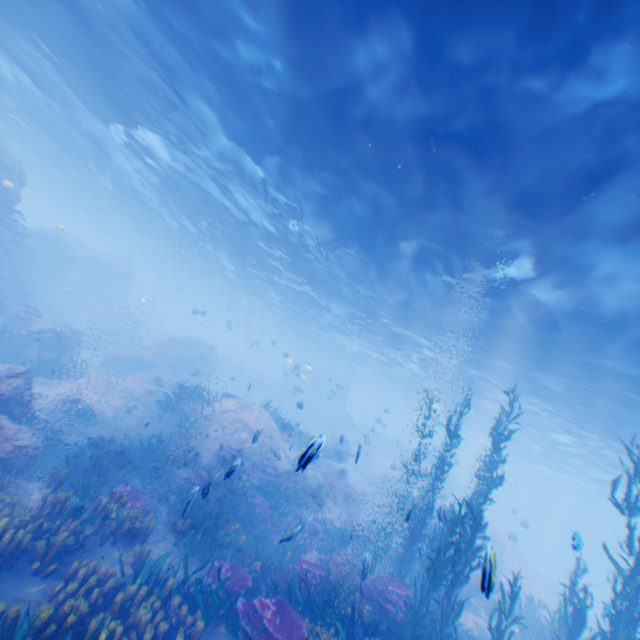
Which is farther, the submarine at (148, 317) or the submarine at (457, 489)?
the submarine at (148, 317)

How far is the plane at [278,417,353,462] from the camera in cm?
395

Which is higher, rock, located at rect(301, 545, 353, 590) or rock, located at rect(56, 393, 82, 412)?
rock, located at rect(301, 545, 353, 590)

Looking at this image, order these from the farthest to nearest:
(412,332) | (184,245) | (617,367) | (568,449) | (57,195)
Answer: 1. (57,195)
2. (184,245)
3. (568,449)
4. (412,332)
5. (617,367)

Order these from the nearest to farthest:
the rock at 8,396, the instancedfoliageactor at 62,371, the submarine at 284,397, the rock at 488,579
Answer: the rock at 488,579
the rock at 8,396
the instancedfoliageactor at 62,371
the submarine at 284,397

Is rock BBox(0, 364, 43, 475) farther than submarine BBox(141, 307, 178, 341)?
No

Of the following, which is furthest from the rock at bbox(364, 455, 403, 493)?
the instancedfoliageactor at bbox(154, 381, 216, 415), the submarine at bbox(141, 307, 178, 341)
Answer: the instancedfoliageactor at bbox(154, 381, 216, 415)
